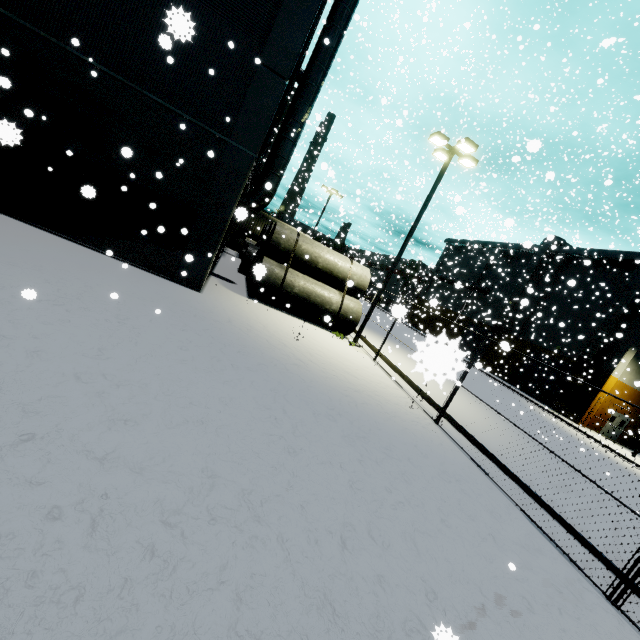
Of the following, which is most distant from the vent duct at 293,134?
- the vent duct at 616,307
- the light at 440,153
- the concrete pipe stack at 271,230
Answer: the vent duct at 616,307

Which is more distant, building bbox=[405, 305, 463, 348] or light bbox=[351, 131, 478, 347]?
light bbox=[351, 131, 478, 347]

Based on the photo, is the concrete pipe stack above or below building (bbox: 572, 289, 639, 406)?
below

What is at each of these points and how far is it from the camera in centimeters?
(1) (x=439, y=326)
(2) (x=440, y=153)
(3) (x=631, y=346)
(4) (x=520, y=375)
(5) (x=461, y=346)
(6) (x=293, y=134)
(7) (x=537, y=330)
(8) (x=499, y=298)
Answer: (1) building, 4856cm
(2) light, 1495cm
(3) building, 2627cm
(4) roll-up door, 3459cm
(5) roll-up door, 4356cm
(6) vent duct, 1440cm
(7) building, 3447cm
(8) building, 4056cm

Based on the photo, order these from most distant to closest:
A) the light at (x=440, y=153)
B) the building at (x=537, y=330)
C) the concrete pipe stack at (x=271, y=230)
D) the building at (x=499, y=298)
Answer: the building at (x=499, y=298), the building at (x=537, y=330), the concrete pipe stack at (x=271, y=230), the light at (x=440, y=153)

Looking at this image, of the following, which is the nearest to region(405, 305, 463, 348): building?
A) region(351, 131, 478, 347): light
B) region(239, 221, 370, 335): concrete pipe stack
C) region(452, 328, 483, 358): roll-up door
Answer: region(452, 328, 483, 358): roll-up door

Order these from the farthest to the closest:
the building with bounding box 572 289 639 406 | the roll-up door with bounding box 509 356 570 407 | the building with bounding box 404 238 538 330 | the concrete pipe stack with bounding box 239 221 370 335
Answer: the building with bounding box 404 238 538 330
the roll-up door with bounding box 509 356 570 407
the building with bounding box 572 289 639 406
the concrete pipe stack with bounding box 239 221 370 335

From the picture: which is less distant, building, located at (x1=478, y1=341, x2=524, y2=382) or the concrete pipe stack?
the concrete pipe stack
